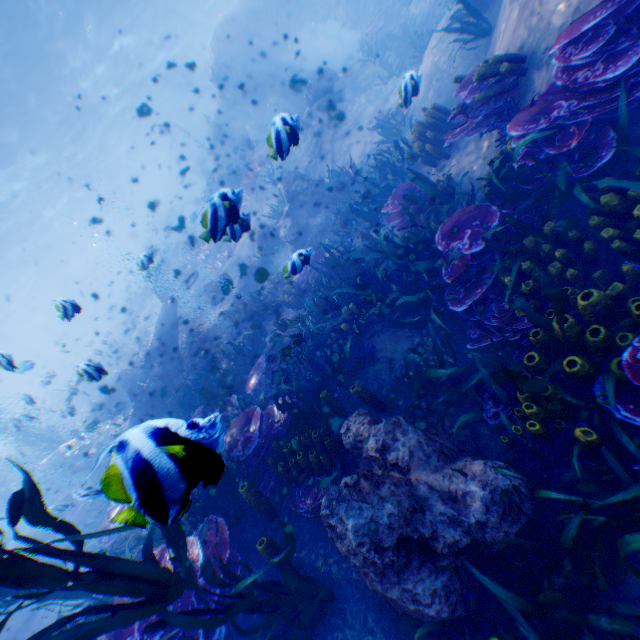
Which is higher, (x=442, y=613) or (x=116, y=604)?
(x=116, y=604)

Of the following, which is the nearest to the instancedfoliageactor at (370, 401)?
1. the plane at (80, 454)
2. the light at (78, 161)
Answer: the plane at (80, 454)

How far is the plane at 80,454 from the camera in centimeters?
1061cm

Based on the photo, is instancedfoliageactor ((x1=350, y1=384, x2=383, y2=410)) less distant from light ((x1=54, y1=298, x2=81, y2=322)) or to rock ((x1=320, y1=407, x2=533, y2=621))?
rock ((x1=320, y1=407, x2=533, y2=621))

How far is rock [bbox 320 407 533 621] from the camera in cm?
275

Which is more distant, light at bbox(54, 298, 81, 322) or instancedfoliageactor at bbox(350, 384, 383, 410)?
instancedfoliageactor at bbox(350, 384, 383, 410)

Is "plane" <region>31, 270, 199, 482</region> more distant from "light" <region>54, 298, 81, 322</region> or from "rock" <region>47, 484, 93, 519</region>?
"light" <region>54, 298, 81, 322</region>

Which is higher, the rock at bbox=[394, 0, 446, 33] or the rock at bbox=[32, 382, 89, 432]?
the rock at bbox=[32, 382, 89, 432]
